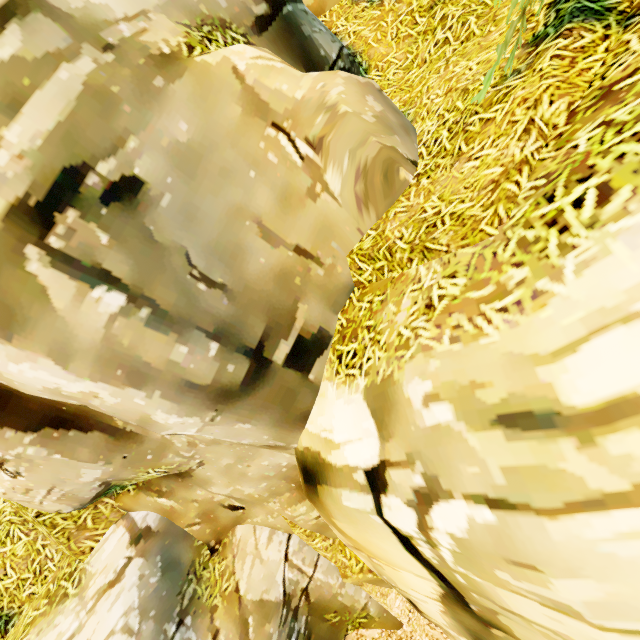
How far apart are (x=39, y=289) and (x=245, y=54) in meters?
2.6
